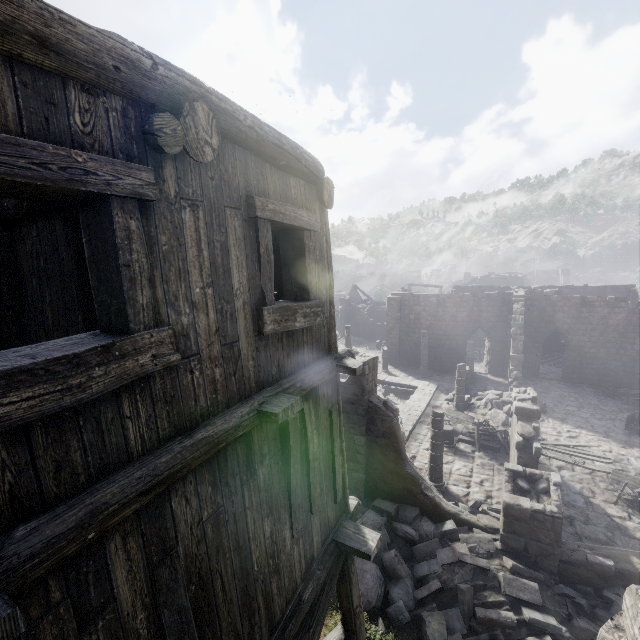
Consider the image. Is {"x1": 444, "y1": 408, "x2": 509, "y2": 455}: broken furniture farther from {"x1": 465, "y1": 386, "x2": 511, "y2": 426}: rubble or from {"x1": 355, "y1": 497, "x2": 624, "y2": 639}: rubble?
{"x1": 355, "y1": 497, "x2": 624, "y2": 639}: rubble

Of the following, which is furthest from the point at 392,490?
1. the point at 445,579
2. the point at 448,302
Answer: the point at 448,302

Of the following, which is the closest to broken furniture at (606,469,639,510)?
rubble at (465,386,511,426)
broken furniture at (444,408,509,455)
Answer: broken furniture at (444,408,509,455)

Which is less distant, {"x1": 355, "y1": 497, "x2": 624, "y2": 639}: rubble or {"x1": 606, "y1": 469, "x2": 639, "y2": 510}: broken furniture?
{"x1": 355, "y1": 497, "x2": 624, "y2": 639}: rubble

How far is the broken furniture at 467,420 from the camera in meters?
15.7

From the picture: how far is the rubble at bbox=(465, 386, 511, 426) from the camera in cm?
1847

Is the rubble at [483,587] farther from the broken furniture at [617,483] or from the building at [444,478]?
the broken furniture at [617,483]

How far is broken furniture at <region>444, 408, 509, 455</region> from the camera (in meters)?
15.69
